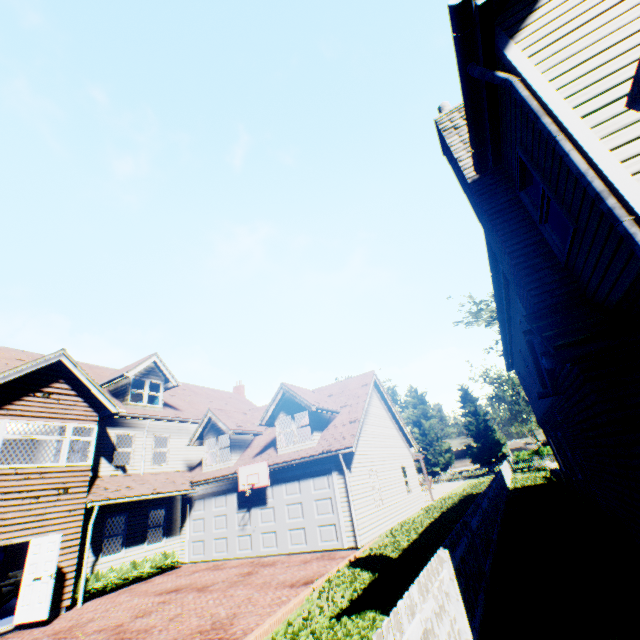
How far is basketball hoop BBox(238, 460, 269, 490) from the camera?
14.4m

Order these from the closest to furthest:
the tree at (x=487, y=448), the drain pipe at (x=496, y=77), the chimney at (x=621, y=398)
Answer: the drain pipe at (x=496, y=77)
the chimney at (x=621, y=398)
the tree at (x=487, y=448)

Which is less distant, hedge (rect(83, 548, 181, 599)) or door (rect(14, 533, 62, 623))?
door (rect(14, 533, 62, 623))

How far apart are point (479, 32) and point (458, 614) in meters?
7.3 m

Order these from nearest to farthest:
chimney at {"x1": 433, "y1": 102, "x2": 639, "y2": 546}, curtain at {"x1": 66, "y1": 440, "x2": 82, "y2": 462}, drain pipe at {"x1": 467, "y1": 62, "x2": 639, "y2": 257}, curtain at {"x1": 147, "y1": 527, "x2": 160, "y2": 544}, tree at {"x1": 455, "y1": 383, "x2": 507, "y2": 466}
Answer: drain pipe at {"x1": 467, "y1": 62, "x2": 639, "y2": 257} → chimney at {"x1": 433, "y1": 102, "x2": 639, "y2": 546} → curtain at {"x1": 66, "y1": 440, "x2": 82, "y2": 462} → curtain at {"x1": 147, "y1": 527, "x2": 160, "y2": 544} → tree at {"x1": 455, "y1": 383, "x2": 507, "y2": 466}

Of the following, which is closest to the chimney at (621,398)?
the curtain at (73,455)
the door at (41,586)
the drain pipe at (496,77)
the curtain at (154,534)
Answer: the drain pipe at (496,77)

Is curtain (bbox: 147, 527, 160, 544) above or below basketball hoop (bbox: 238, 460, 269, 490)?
below

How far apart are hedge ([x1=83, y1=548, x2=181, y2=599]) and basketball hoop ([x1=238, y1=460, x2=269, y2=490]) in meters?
4.4 m
